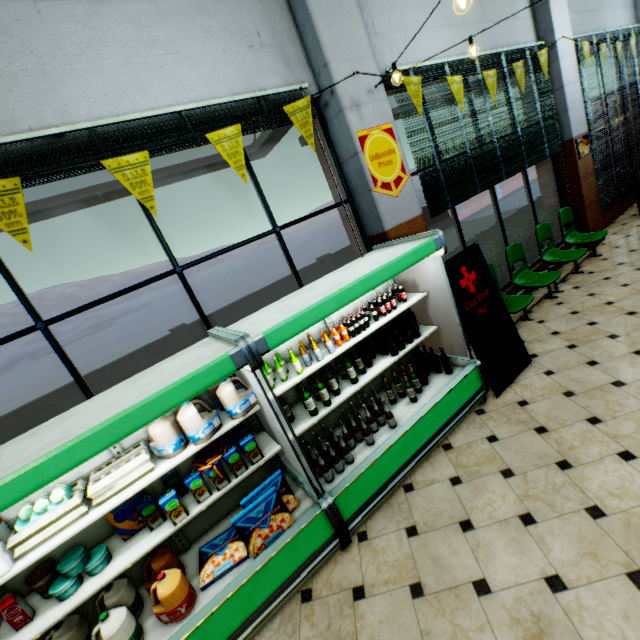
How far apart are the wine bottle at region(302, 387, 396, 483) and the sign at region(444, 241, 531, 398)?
1.7m

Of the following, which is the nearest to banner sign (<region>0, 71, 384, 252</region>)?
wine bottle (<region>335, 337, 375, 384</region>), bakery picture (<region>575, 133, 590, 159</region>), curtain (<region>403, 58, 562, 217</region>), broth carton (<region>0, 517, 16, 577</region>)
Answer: broth carton (<region>0, 517, 16, 577</region>)

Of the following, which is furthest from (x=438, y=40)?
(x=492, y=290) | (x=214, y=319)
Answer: (x=214, y=319)

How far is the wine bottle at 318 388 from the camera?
3.0m

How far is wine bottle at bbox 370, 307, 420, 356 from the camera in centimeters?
343cm

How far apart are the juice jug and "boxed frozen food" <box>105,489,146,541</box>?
0.4m

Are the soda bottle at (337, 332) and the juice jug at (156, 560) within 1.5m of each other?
no

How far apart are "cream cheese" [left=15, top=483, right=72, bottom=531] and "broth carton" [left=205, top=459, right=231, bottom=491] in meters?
0.7 m
